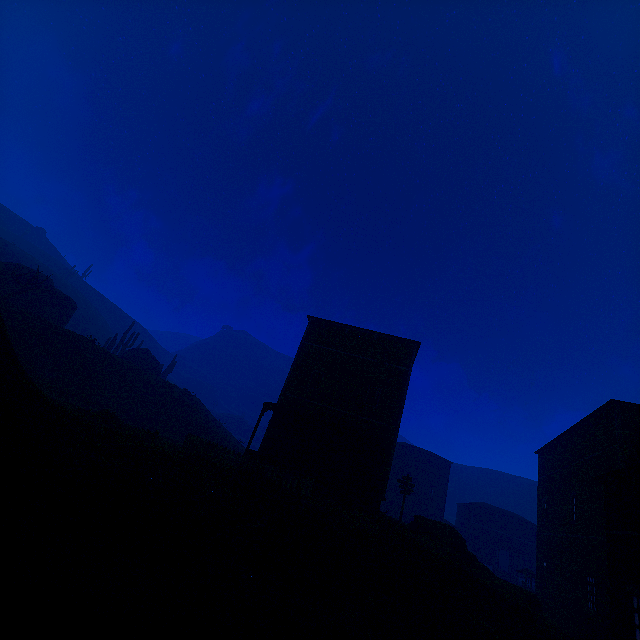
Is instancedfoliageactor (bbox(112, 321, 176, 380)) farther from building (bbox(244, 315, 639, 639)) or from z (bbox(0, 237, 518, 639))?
building (bbox(244, 315, 639, 639))

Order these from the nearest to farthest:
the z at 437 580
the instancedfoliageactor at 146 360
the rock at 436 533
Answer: the z at 437 580, the rock at 436 533, the instancedfoliageactor at 146 360

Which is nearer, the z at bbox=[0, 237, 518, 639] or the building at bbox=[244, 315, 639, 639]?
the z at bbox=[0, 237, 518, 639]

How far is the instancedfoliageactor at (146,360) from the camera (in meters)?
39.56

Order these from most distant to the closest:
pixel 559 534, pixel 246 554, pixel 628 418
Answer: pixel 559 534 < pixel 628 418 < pixel 246 554

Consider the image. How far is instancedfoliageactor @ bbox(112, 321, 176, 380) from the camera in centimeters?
3956cm

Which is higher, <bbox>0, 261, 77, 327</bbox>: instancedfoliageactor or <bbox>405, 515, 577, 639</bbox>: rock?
<bbox>0, 261, 77, 327</bbox>: instancedfoliageactor

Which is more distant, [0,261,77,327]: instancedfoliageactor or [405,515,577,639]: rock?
[0,261,77,327]: instancedfoliageactor
